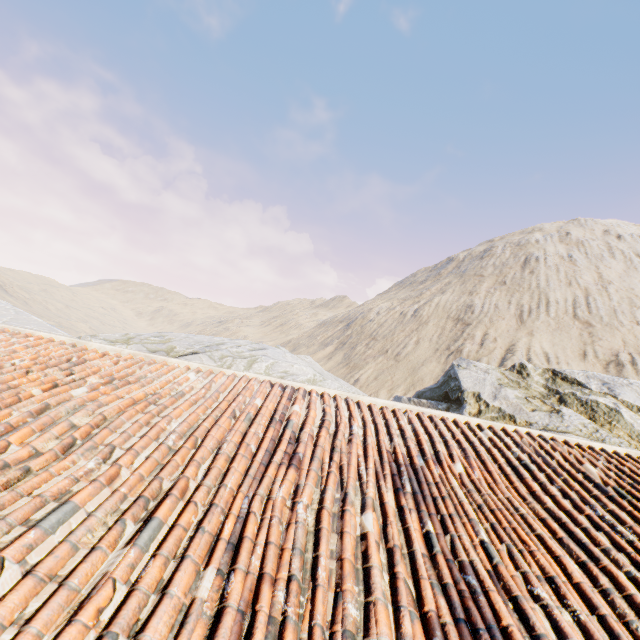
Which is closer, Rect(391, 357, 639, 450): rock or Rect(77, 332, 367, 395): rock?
Rect(391, 357, 639, 450): rock

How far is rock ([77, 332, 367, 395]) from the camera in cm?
1504

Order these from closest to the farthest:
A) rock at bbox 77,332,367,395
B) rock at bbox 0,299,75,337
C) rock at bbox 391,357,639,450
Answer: rock at bbox 391,357,639,450 < rock at bbox 77,332,367,395 < rock at bbox 0,299,75,337

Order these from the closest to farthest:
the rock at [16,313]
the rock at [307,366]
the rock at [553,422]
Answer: the rock at [553,422]
the rock at [307,366]
the rock at [16,313]

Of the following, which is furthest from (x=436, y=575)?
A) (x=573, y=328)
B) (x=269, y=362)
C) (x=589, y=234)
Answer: (x=589, y=234)

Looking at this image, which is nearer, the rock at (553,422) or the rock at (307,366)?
the rock at (553,422)
